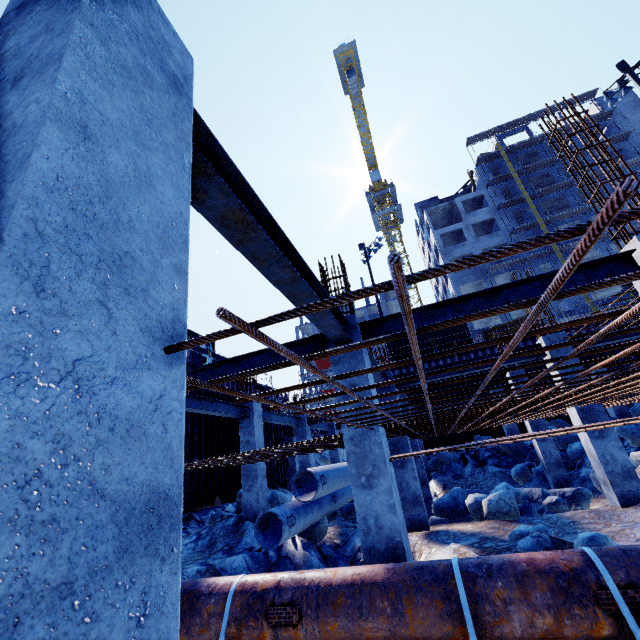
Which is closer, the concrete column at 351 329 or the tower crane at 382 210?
the concrete column at 351 329

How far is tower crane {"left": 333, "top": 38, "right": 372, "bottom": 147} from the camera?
45.8 meters

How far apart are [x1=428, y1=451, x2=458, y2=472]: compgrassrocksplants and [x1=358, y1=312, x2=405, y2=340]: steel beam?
14.99m

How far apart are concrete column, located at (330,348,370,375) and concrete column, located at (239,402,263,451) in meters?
6.2 m

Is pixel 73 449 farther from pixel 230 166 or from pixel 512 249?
pixel 230 166

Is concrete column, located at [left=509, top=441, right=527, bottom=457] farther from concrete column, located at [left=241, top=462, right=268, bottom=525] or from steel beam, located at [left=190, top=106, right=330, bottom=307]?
steel beam, located at [left=190, top=106, right=330, bottom=307]

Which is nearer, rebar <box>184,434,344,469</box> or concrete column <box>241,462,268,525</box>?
rebar <box>184,434,344,469</box>

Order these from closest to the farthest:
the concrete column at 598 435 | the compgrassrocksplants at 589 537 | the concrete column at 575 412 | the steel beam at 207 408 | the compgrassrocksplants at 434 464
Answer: the compgrassrocksplants at 589 537 < the concrete column at 598 435 < the concrete column at 575 412 < the steel beam at 207 408 < the compgrassrocksplants at 434 464
